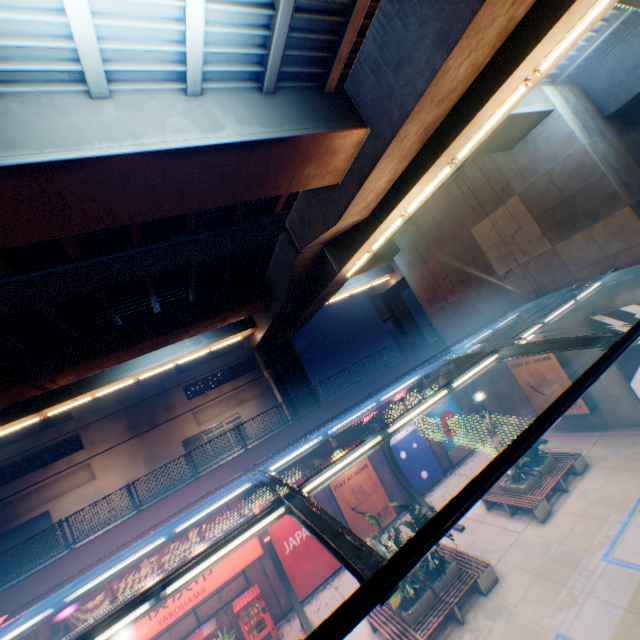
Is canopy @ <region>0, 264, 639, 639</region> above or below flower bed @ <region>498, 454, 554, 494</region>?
above

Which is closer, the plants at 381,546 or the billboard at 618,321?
the plants at 381,546

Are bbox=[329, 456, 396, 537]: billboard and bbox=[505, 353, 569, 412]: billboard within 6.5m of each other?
no

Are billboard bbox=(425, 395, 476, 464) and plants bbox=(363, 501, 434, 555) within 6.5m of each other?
no

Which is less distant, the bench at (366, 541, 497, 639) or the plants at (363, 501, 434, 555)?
the bench at (366, 541, 497, 639)

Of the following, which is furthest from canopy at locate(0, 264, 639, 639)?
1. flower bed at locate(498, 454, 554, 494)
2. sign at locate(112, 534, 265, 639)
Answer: flower bed at locate(498, 454, 554, 494)

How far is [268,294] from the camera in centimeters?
1820cm

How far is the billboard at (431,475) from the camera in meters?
18.2 m
